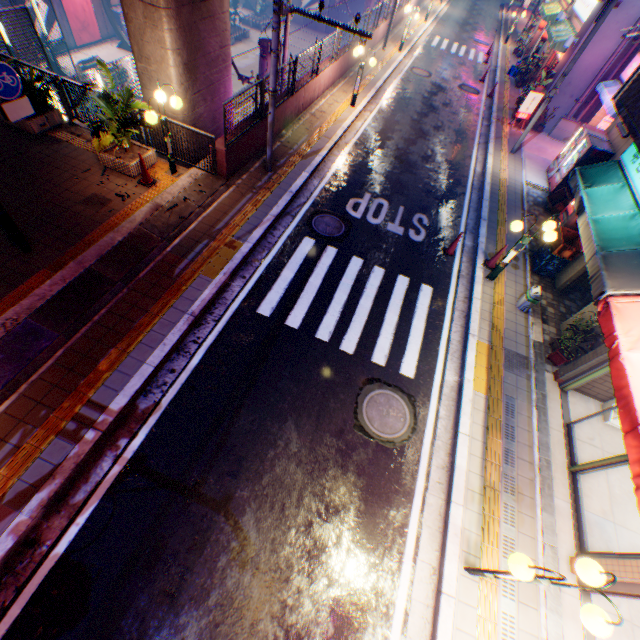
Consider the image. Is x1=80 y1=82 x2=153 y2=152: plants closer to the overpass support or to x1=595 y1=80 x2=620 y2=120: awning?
the overpass support

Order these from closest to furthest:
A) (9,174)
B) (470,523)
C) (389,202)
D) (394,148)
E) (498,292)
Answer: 1. (470,523)
2. (9,174)
3. (498,292)
4. (389,202)
5. (394,148)

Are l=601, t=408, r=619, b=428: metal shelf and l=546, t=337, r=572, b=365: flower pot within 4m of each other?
yes

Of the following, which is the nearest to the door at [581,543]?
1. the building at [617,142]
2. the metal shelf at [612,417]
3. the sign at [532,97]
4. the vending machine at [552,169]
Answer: the metal shelf at [612,417]

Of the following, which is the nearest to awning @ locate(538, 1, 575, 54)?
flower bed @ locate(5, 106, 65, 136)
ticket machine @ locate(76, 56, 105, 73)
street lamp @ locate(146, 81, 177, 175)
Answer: street lamp @ locate(146, 81, 177, 175)

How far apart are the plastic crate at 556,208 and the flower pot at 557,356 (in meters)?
6.78

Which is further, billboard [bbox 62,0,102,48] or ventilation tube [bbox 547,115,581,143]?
billboard [bbox 62,0,102,48]

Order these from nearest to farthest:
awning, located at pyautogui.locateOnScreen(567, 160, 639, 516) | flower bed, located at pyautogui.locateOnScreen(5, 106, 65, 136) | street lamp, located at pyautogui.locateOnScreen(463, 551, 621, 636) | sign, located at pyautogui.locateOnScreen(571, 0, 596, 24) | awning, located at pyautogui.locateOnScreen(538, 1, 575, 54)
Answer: street lamp, located at pyautogui.locateOnScreen(463, 551, 621, 636) < awning, located at pyautogui.locateOnScreen(567, 160, 639, 516) < flower bed, located at pyautogui.locateOnScreen(5, 106, 65, 136) < sign, located at pyautogui.locateOnScreen(571, 0, 596, 24) < awning, located at pyautogui.locateOnScreen(538, 1, 575, 54)
